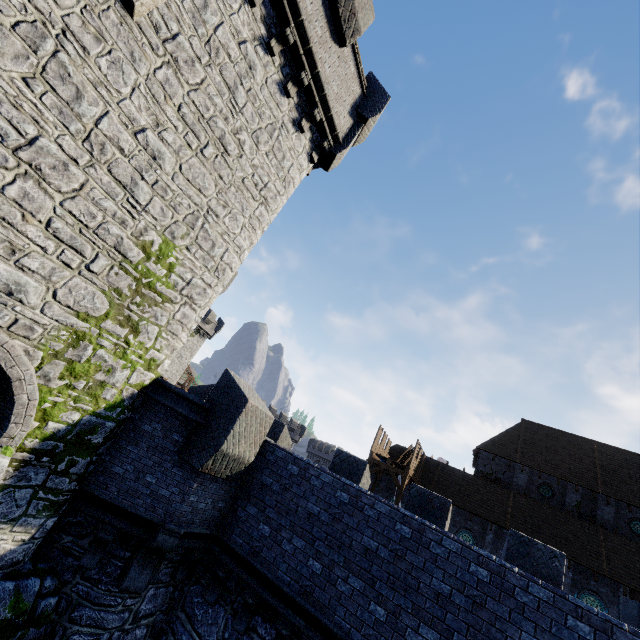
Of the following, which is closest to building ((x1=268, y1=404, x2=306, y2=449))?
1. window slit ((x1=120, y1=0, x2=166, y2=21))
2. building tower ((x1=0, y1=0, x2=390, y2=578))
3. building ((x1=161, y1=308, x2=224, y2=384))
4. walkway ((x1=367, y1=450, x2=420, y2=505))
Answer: building ((x1=161, y1=308, x2=224, y2=384))

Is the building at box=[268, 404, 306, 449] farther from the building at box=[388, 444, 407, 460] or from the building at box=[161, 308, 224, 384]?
the building at box=[161, 308, 224, 384]

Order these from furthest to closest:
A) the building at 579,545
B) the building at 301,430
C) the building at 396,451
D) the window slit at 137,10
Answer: the building at 301,430, the building at 396,451, the building at 579,545, the window slit at 137,10

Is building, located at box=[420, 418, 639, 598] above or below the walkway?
above

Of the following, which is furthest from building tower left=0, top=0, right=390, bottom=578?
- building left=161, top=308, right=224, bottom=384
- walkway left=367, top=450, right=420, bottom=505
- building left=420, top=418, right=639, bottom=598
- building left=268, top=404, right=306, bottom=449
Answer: building left=268, top=404, right=306, bottom=449

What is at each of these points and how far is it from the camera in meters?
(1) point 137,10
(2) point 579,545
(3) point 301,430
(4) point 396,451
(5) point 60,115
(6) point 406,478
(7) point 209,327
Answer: (1) window slit, 5.7 m
(2) building, 23.7 m
(3) building, 59.4 m
(4) building, 32.5 m
(5) building tower, 5.2 m
(6) walkway, 23.6 m
(7) building, 47.7 m

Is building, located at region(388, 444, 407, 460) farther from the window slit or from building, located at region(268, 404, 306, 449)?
the window slit

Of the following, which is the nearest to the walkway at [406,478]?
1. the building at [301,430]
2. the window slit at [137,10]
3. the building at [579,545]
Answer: the building at [579,545]
